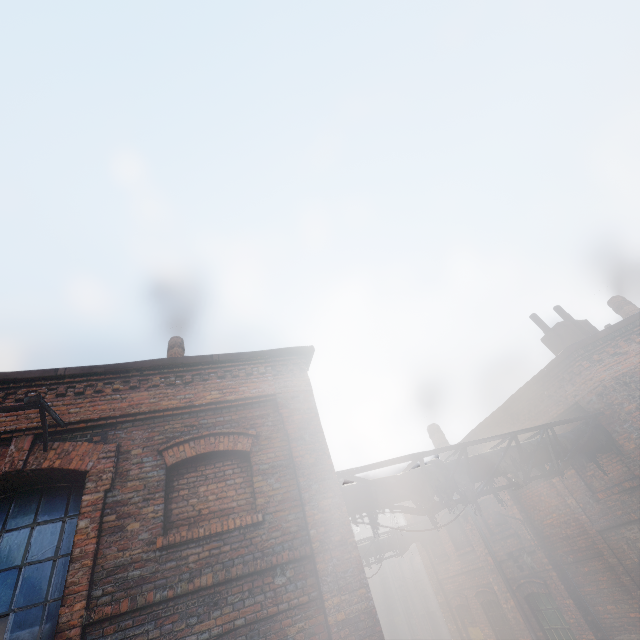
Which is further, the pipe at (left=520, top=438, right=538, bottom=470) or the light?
the light

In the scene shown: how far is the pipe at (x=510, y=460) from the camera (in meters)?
6.68

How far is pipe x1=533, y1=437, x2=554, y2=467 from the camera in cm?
720

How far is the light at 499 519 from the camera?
9.96m

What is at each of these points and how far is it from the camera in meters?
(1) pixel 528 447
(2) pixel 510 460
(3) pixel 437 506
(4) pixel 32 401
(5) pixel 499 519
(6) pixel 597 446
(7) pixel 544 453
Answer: (1) pipe, 7.3
(2) pipe, 6.9
(3) scaffolding, 6.0
(4) scaffolding, 4.3
(5) light, 10.1
(6) pipe, 7.9
(7) pipe, 7.3

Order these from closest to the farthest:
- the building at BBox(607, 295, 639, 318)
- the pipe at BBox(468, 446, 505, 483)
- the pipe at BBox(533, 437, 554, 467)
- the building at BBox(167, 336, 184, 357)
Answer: the pipe at BBox(468, 446, 505, 483) → the pipe at BBox(533, 437, 554, 467) → the building at BBox(167, 336, 184, 357) → the building at BBox(607, 295, 639, 318)

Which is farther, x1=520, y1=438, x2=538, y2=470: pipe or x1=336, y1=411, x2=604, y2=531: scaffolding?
x1=520, y1=438, x2=538, y2=470: pipe

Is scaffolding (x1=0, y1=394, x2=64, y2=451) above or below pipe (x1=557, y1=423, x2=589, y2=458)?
above
